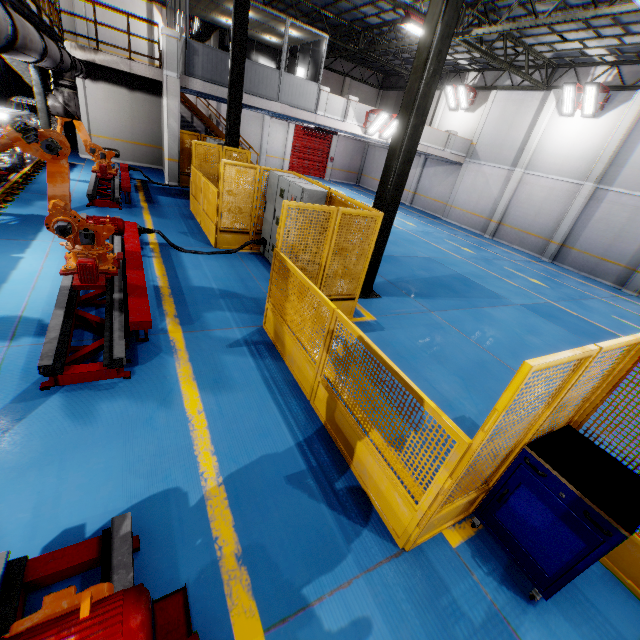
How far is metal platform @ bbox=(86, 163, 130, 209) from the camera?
9.6 meters

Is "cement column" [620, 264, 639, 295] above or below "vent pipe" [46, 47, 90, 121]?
below

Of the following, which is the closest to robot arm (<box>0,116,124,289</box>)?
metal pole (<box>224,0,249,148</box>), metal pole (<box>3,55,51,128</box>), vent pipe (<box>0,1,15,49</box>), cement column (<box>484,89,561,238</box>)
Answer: vent pipe (<box>0,1,15,49</box>)

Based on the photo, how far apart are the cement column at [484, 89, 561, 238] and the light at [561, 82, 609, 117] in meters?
1.4 m

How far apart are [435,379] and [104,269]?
6.05m

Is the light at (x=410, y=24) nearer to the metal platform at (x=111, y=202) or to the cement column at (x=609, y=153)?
the cement column at (x=609, y=153)

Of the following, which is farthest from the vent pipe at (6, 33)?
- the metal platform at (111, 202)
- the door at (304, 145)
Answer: the door at (304, 145)

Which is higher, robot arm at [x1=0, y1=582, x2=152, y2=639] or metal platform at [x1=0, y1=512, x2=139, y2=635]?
robot arm at [x1=0, y1=582, x2=152, y2=639]
